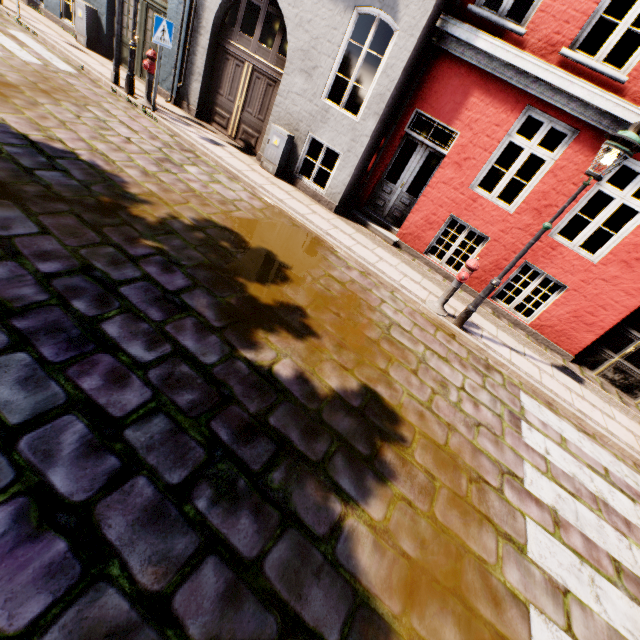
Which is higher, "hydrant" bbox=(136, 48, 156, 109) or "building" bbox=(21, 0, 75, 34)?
"hydrant" bbox=(136, 48, 156, 109)

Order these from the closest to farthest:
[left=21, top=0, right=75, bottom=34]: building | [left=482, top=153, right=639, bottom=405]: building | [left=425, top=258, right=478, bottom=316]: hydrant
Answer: [left=425, top=258, right=478, bottom=316]: hydrant → [left=482, top=153, right=639, bottom=405]: building → [left=21, top=0, right=75, bottom=34]: building

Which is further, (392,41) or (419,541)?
(392,41)

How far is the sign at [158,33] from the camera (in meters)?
6.96

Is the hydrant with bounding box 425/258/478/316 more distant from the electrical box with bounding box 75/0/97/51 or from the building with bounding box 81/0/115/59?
the electrical box with bounding box 75/0/97/51

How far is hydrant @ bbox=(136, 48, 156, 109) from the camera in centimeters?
767cm

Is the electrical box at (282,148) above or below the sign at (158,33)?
below

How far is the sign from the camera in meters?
7.0 m
